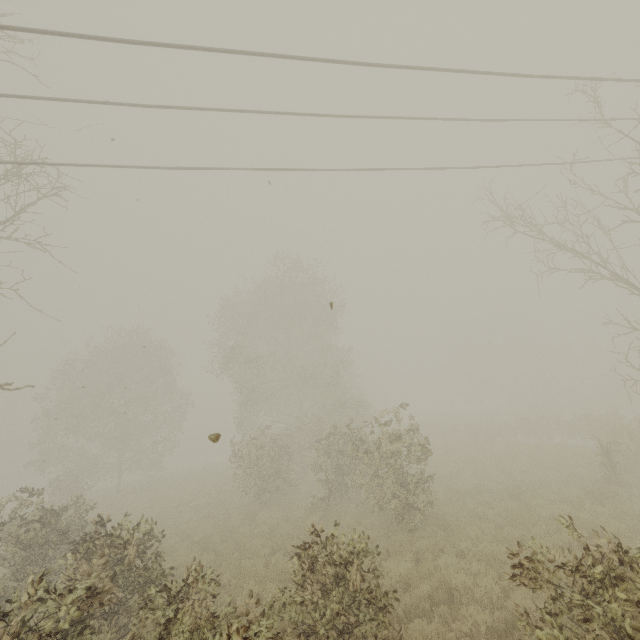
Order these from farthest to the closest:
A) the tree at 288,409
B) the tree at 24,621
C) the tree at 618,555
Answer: the tree at 288,409 → the tree at 24,621 → the tree at 618,555

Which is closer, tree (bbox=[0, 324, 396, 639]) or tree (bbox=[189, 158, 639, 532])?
tree (bbox=[0, 324, 396, 639])

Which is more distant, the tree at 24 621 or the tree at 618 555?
the tree at 24 621

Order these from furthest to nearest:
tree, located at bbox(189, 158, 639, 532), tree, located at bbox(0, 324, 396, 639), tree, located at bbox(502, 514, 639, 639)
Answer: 1. tree, located at bbox(189, 158, 639, 532)
2. tree, located at bbox(0, 324, 396, 639)
3. tree, located at bbox(502, 514, 639, 639)

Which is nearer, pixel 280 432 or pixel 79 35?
pixel 79 35
